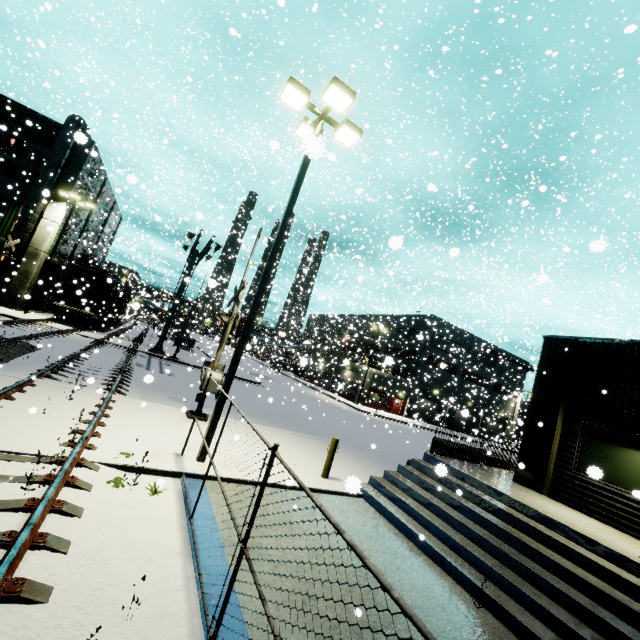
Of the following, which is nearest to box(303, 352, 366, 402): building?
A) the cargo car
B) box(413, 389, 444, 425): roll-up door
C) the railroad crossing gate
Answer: box(413, 389, 444, 425): roll-up door

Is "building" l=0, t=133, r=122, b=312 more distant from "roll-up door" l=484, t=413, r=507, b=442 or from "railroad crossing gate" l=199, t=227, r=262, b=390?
"railroad crossing gate" l=199, t=227, r=262, b=390

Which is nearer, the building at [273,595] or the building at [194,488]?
the building at [273,595]

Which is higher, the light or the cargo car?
the light

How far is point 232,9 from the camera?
31.2 meters

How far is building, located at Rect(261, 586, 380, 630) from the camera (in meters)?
4.33

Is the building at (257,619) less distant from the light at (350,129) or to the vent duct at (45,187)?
the vent duct at (45,187)

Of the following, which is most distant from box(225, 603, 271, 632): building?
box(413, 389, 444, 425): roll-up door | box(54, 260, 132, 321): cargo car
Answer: box(54, 260, 132, 321): cargo car
